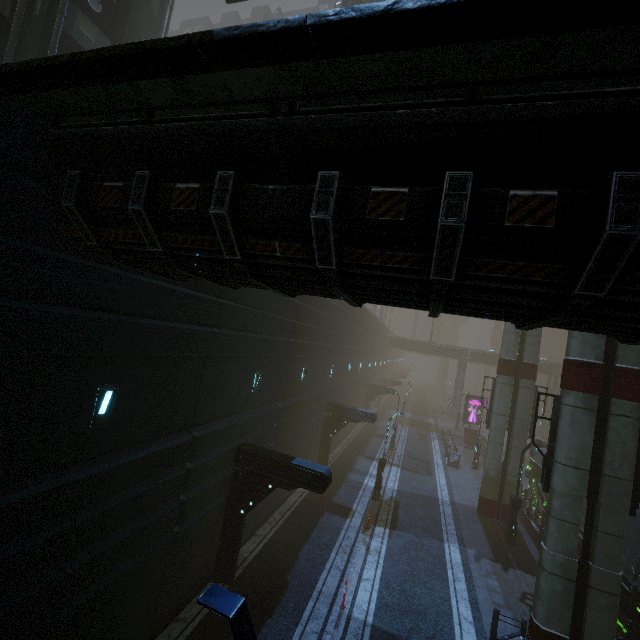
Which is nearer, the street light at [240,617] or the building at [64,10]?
the street light at [240,617]

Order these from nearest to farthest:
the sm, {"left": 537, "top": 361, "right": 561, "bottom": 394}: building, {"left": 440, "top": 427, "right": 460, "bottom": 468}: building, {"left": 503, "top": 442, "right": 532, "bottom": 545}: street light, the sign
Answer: the sm < {"left": 503, "top": 442, "right": 532, "bottom": 545}: street light < {"left": 440, "top": 427, "right": 460, "bottom": 468}: building < the sign < {"left": 537, "top": 361, "right": 561, "bottom": 394}: building

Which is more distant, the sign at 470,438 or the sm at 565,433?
the sign at 470,438

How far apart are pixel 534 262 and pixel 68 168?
6.7 meters

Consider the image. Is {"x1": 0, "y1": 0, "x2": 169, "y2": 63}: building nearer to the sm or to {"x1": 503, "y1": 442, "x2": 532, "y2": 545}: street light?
the sm

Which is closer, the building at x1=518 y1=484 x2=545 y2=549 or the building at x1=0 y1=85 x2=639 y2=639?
the building at x1=0 y1=85 x2=639 y2=639

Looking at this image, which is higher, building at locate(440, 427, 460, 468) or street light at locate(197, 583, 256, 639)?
street light at locate(197, 583, 256, 639)
